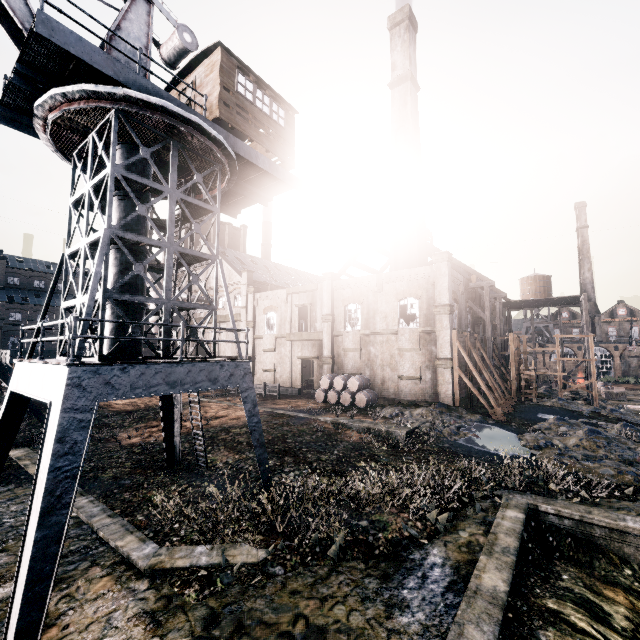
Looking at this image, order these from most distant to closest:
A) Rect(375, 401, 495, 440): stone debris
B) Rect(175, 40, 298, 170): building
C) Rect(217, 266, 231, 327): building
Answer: Rect(217, 266, 231, 327): building, Rect(375, 401, 495, 440): stone debris, Rect(175, 40, 298, 170): building

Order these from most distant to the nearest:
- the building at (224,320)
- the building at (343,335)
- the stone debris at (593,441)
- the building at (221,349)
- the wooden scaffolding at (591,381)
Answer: the building at (224,320), the building at (221,349), the wooden scaffolding at (591,381), the building at (343,335), the stone debris at (593,441)

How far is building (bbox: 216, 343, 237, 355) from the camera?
44.57m

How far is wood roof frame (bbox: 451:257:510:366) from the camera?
32.94m

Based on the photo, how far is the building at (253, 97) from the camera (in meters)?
12.97

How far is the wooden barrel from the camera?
28.7 meters

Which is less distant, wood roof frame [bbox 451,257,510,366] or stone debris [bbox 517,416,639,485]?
stone debris [bbox 517,416,639,485]

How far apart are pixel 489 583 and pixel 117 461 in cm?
1834
